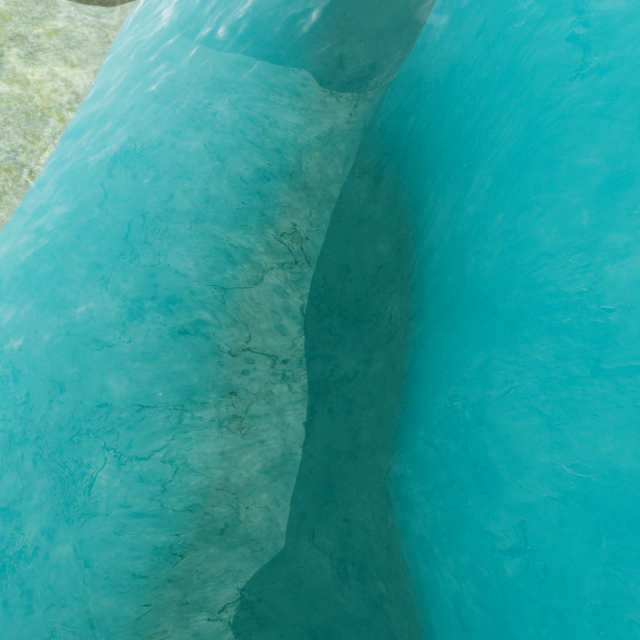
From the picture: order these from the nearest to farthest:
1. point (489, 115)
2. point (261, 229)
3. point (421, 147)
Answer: point (489, 115), point (421, 147), point (261, 229)
